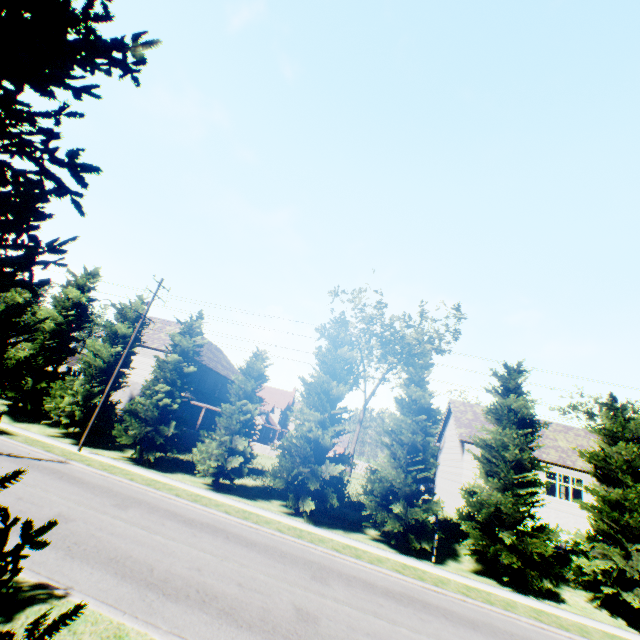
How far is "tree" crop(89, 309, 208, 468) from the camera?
20.5 meters

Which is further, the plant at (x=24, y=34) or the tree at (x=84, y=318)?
the tree at (x=84, y=318)

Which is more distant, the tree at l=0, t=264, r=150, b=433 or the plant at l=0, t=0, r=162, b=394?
the tree at l=0, t=264, r=150, b=433

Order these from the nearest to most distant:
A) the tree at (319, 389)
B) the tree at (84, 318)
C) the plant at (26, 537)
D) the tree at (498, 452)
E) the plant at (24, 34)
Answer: the plant at (24, 34), the plant at (26, 537), the tree at (498, 452), the tree at (319, 389), the tree at (84, 318)

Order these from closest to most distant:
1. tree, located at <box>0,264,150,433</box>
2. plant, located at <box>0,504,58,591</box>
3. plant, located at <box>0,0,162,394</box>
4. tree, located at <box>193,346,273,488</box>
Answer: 1. plant, located at <box>0,0,162,394</box>
2. plant, located at <box>0,504,58,591</box>
3. tree, located at <box>193,346,273,488</box>
4. tree, located at <box>0,264,150,433</box>

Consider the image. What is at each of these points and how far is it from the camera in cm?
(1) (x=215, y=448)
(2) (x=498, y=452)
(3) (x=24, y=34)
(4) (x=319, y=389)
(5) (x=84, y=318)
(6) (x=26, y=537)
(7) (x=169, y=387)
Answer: (1) tree, 1956
(2) tree, 1784
(3) plant, 211
(4) tree, 2017
(5) tree, 2720
(6) plant, 303
(7) tree, 2128
